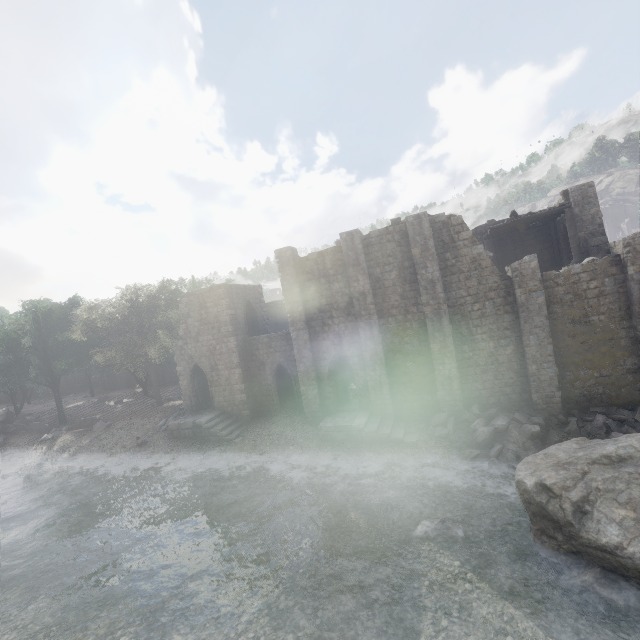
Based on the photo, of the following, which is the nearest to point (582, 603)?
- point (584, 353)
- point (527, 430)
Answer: point (527, 430)

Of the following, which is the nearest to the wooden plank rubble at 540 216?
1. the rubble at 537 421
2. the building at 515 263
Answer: the building at 515 263

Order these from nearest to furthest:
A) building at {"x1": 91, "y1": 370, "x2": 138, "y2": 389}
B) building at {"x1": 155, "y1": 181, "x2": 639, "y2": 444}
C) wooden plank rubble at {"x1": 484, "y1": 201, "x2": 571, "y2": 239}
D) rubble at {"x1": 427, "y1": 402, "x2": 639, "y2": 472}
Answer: rubble at {"x1": 427, "y1": 402, "x2": 639, "y2": 472}, building at {"x1": 155, "y1": 181, "x2": 639, "y2": 444}, wooden plank rubble at {"x1": 484, "y1": 201, "x2": 571, "y2": 239}, building at {"x1": 91, "y1": 370, "x2": 138, "y2": 389}

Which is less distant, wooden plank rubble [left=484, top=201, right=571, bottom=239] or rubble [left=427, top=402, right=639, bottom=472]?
A: rubble [left=427, top=402, right=639, bottom=472]

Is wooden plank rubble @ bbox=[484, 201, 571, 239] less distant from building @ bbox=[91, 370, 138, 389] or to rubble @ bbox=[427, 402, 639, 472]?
building @ bbox=[91, 370, 138, 389]

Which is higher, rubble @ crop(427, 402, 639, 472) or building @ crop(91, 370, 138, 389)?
building @ crop(91, 370, 138, 389)

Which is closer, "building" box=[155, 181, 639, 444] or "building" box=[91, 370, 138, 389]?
"building" box=[155, 181, 639, 444]

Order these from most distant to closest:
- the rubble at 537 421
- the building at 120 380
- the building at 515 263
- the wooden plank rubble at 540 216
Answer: the building at 120 380 < the wooden plank rubble at 540 216 < the building at 515 263 < the rubble at 537 421
